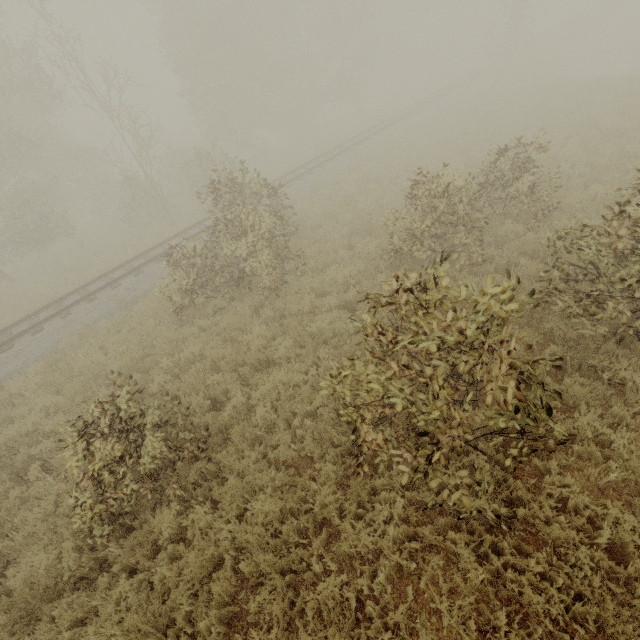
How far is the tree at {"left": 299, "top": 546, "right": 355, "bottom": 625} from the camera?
3.82m

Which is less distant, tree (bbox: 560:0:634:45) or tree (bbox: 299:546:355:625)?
tree (bbox: 299:546:355:625)

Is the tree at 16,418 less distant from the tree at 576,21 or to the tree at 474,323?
the tree at 474,323

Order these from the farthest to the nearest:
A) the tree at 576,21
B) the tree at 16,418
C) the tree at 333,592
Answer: the tree at 576,21, the tree at 16,418, the tree at 333,592

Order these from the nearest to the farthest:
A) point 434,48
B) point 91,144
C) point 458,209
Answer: point 458,209
point 434,48
point 91,144

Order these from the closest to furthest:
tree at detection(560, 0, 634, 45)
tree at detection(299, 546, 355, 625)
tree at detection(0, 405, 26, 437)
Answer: tree at detection(299, 546, 355, 625)
tree at detection(0, 405, 26, 437)
tree at detection(560, 0, 634, 45)

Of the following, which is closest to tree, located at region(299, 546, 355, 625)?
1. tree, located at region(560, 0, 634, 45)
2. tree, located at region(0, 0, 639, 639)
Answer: tree, located at region(0, 0, 639, 639)

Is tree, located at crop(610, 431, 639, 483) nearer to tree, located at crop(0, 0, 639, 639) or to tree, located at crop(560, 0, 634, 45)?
tree, located at crop(0, 0, 639, 639)
